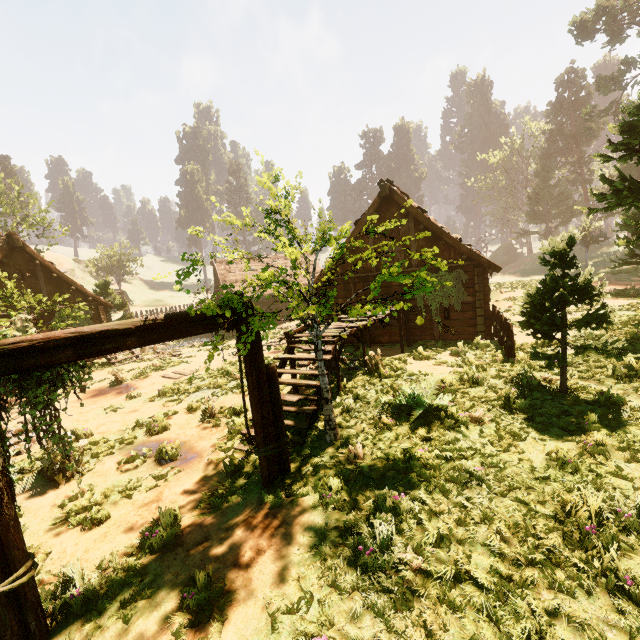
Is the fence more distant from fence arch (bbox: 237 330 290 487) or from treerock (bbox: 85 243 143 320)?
fence arch (bbox: 237 330 290 487)

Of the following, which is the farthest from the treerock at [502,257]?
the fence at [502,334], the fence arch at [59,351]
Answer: the fence at [502,334]

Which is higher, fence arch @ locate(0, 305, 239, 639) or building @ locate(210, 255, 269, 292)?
building @ locate(210, 255, 269, 292)

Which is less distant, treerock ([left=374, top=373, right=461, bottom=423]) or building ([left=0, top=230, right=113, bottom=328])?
treerock ([left=374, top=373, right=461, bottom=423])

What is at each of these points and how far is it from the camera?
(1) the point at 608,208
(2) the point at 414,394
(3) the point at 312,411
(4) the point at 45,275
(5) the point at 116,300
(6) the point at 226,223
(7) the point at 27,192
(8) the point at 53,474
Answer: (1) treerock, 10.26m
(2) treerock, 7.24m
(3) building, 7.38m
(4) building, 19.39m
(5) treerock, 25.19m
(6) treerock, 5.91m
(7) treerock, 28.89m
(8) treerock, 7.22m

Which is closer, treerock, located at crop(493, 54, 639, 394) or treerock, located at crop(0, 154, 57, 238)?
treerock, located at crop(493, 54, 639, 394)
